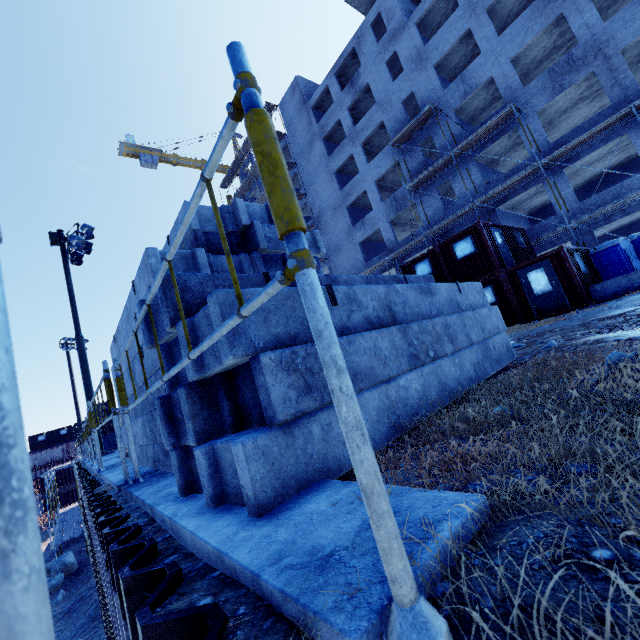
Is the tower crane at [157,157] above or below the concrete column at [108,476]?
above

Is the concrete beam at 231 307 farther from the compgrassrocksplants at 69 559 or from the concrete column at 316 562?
the compgrassrocksplants at 69 559

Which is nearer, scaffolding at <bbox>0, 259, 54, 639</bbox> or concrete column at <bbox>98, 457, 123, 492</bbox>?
scaffolding at <bbox>0, 259, 54, 639</bbox>

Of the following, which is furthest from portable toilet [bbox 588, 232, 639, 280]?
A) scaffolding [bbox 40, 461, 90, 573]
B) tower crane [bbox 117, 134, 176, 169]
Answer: tower crane [bbox 117, 134, 176, 169]

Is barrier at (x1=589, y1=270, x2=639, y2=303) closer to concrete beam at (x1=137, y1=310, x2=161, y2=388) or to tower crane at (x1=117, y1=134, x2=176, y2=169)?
concrete beam at (x1=137, y1=310, x2=161, y2=388)

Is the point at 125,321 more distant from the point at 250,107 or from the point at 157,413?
the point at 250,107

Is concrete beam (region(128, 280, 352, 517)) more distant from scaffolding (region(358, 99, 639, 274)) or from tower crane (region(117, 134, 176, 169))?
tower crane (region(117, 134, 176, 169))

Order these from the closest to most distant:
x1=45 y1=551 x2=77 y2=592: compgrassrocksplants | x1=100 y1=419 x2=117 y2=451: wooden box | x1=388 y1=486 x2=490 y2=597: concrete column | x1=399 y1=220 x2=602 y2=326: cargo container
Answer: x1=388 y1=486 x2=490 y2=597: concrete column, x1=399 y1=220 x2=602 y2=326: cargo container, x1=100 y1=419 x2=117 y2=451: wooden box, x1=45 y1=551 x2=77 y2=592: compgrassrocksplants
